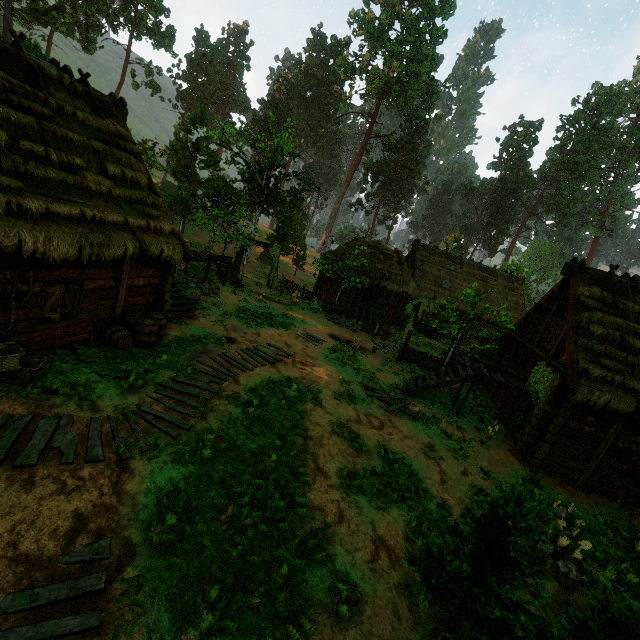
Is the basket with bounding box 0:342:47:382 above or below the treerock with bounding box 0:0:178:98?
below

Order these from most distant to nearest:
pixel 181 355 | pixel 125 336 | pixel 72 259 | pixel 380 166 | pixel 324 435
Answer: pixel 380 166 → pixel 181 355 → pixel 125 336 → pixel 324 435 → pixel 72 259

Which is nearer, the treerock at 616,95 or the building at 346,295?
the building at 346,295

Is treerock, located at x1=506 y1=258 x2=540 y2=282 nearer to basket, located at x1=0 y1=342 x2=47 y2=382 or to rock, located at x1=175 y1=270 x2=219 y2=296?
rock, located at x1=175 y1=270 x2=219 y2=296

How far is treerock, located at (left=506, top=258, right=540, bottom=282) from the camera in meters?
36.7 m

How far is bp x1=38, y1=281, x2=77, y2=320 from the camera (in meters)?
8.80

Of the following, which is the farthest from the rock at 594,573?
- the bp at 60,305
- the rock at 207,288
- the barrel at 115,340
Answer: the rock at 207,288

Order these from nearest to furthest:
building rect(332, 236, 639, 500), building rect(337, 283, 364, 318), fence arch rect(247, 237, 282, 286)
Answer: building rect(332, 236, 639, 500) < fence arch rect(247, 237, 282, 286) < building rect(337, 283, 364, 318)
